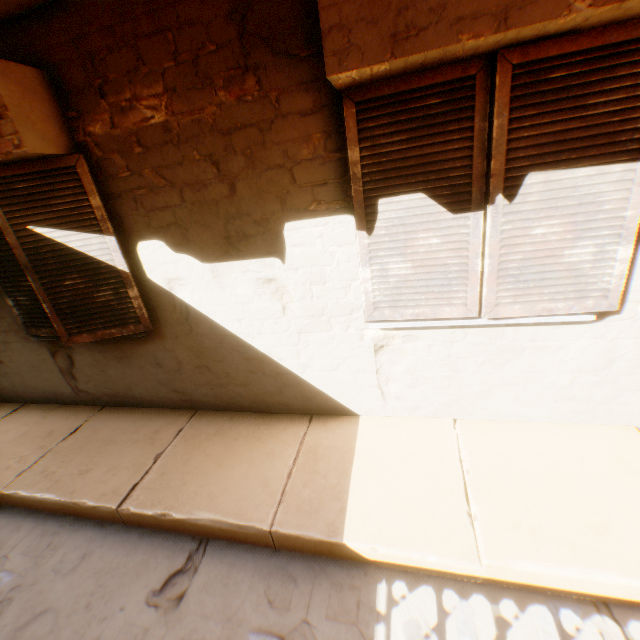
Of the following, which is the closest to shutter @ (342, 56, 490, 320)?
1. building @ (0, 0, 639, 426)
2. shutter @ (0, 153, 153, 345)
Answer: building @ (0, 0, 639, 426)

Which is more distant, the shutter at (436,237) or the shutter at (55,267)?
the shutter at (55,267)

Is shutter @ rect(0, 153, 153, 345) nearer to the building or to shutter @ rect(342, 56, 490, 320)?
the building

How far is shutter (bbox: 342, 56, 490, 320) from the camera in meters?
1.9

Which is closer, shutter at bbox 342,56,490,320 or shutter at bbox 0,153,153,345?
shutter at bbox 342,56,490,320

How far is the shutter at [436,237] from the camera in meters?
1.9

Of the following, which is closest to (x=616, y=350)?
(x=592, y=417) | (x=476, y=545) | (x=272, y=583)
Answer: (x=592, y=417)
